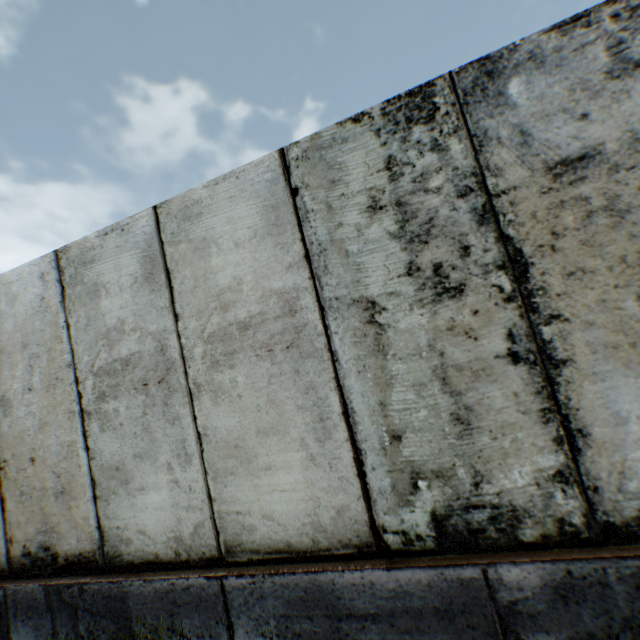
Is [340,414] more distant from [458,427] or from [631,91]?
[631,91]
